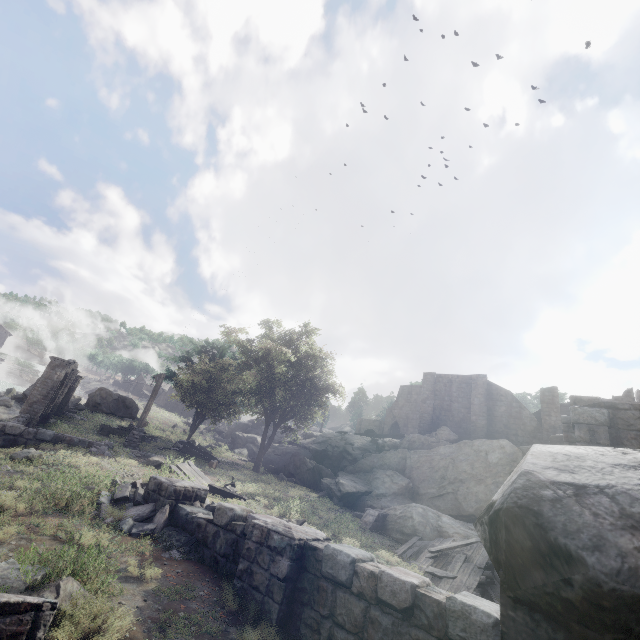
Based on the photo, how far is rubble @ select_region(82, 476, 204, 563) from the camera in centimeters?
764cm

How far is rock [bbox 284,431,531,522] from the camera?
21.4m

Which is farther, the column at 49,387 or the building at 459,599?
the column at 49,387

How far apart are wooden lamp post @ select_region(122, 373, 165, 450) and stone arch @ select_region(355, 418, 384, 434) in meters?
37.0 m

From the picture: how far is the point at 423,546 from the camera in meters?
14.3 m

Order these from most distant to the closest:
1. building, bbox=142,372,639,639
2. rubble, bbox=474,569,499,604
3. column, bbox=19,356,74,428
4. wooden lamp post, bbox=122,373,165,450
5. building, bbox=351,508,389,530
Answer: wooden lamp post, bbox=122,373,165,450, column, bbox=19,356,74,428, building, bbox=351,508,389,530, rubble, bbox=474,569,499,604, building, bbox=142,372,639,639

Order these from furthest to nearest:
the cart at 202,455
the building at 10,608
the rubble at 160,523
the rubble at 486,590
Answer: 1. the cart at 202,455
2. the rubble at 486,590
3. the rubble at 160,523
4. the building at 10,608

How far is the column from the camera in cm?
1834
